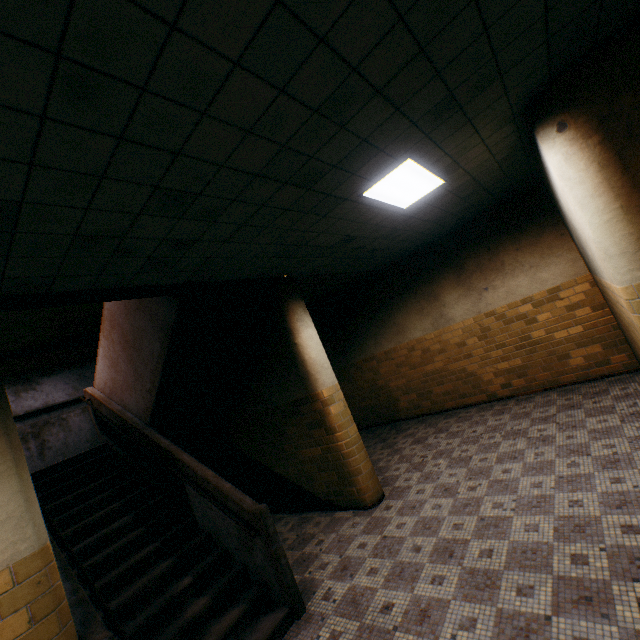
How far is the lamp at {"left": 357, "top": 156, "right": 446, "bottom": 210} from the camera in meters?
3.4 m

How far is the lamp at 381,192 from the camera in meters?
3.4 m

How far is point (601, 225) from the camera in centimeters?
298cm
